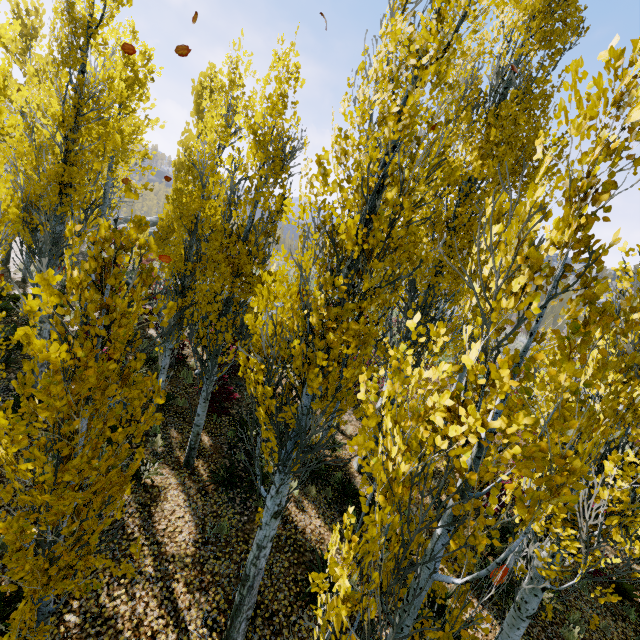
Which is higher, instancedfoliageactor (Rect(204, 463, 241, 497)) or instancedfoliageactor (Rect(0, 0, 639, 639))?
instancedfoliageactor (Rect(0, 0, 639, 639))

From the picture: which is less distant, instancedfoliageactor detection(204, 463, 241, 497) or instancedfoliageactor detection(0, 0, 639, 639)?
instancedfoliageactor detection(0, 0, 639, 639)

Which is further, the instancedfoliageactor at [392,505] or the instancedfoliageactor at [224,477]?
the instancedfoliageactor at [224,477]

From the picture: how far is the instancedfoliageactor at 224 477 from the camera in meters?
7.3

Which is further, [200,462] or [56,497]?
[200,462]

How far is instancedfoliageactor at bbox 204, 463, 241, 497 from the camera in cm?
726
